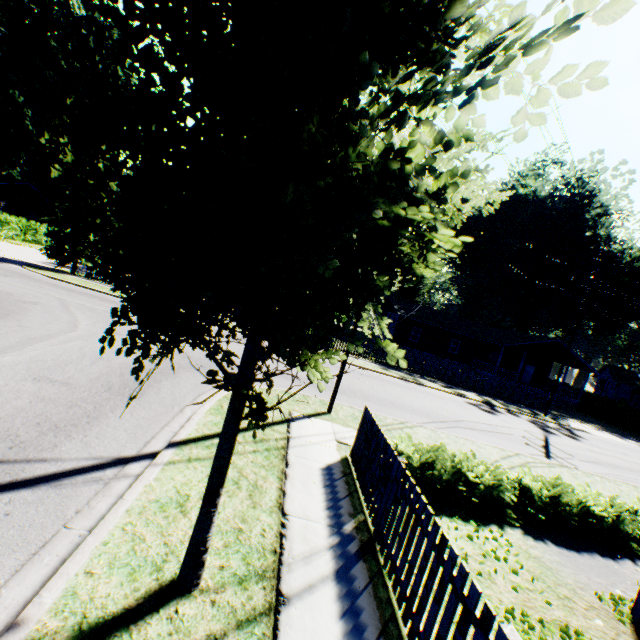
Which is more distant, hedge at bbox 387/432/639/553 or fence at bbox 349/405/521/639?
hedge at bbox 387/432/639/553

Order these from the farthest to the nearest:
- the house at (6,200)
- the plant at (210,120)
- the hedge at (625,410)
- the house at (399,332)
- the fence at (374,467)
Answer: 1. the house at (6,200)
2. the house at (399,332)
3. the hedge at (625,410)
4. the fence at (374,467)
5. the plant at (210,120)

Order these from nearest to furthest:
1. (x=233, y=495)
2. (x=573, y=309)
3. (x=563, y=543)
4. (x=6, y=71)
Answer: (x=233, y=495), (x=563, y=543), (x=6, y=71), (x=573, y=309)

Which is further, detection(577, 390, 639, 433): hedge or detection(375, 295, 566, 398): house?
detection(375, 295, 566, 398): house

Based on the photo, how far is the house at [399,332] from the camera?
33.7m

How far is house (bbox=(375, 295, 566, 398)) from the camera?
33.7 meters

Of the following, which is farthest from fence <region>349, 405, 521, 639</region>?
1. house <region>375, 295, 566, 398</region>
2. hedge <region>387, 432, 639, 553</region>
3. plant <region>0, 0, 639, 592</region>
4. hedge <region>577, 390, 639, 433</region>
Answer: house <region>375, 295, 566, 398</region>

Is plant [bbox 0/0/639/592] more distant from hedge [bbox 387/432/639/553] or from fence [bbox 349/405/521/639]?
hedge [bbox 387/432/639/553]
